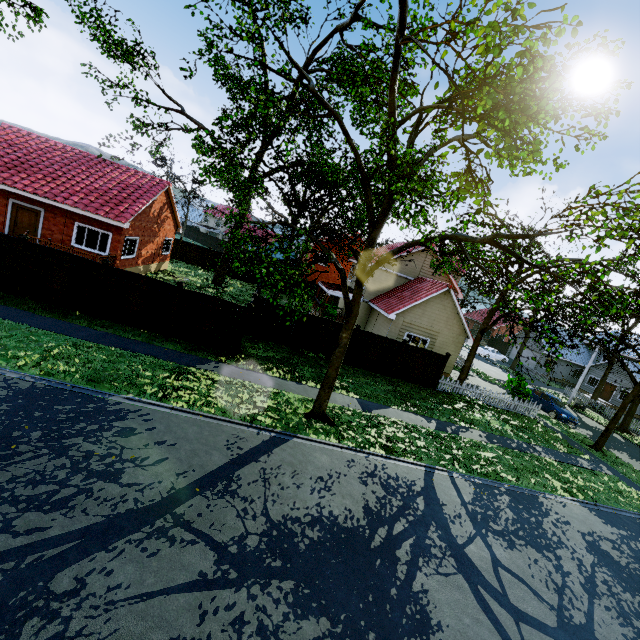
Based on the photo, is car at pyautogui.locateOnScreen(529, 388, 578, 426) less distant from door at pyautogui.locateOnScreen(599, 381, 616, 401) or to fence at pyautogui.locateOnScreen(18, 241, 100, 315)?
fence at pyautogui.locateOnScreen(18, 241, 100, 315)

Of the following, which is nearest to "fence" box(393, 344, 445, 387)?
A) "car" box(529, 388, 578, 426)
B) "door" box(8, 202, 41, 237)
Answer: "car" box(529, 388, 578, 426)

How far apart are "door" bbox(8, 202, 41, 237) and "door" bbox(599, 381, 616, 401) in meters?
55.8 m

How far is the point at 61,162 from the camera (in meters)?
20.03

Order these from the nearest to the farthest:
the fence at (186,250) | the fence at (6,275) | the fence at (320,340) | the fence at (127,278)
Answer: the fence at (6,275) → the fence at (127,278) → the fence at (320,340) → the fence at (186,250)

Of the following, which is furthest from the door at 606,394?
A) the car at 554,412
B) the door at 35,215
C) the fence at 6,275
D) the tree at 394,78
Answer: the door at 35,215

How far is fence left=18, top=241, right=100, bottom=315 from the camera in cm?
1305
